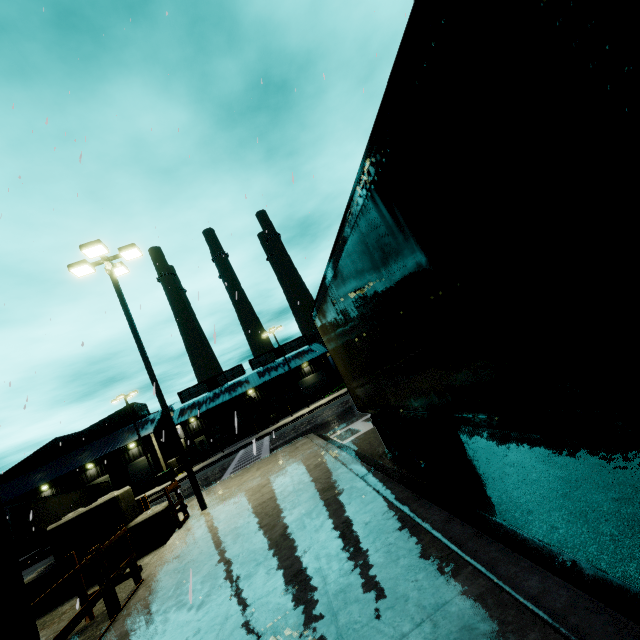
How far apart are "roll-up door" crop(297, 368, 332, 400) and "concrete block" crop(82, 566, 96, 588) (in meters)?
40.78

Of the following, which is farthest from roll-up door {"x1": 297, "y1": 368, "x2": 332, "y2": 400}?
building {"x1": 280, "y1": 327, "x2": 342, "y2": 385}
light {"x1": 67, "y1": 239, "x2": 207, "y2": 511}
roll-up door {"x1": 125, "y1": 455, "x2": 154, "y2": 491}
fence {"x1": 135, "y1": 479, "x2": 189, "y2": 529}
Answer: fence {"x1": 135, "y1": 479, "x2": 189, "y2": 529}

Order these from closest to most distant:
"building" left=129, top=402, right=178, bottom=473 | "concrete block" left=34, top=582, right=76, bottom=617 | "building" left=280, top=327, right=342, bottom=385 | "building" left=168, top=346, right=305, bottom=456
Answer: "concrete block" left=34, top=582, right=76, bottom=617
"building" left=129, top=402, right=178, bottom=473
"building" left=168, top=346, right=305, bottom=456
"building" left=280, top=327, right=342, bottom=385

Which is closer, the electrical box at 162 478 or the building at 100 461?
the building at 100 461

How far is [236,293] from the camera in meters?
6.0 m

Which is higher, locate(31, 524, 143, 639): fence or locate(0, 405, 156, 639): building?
locate(0, 405, 156, 639): building

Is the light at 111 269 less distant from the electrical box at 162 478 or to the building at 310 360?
the building at 310 360
